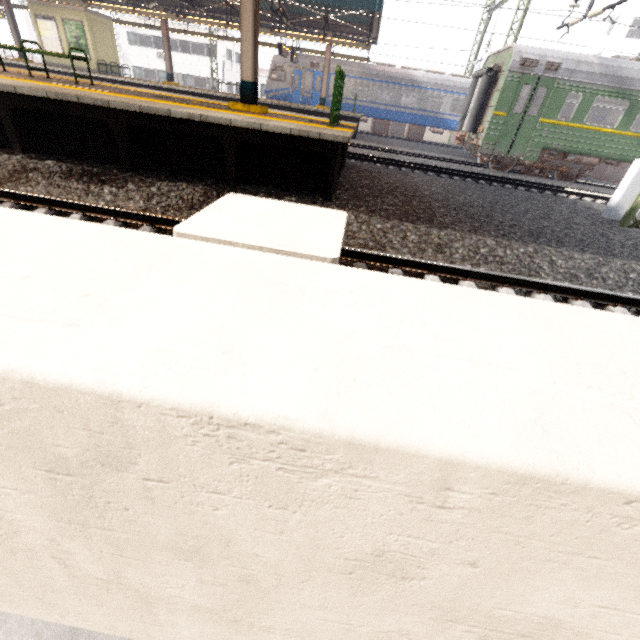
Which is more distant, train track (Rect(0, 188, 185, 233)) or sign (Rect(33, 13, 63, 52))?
sign (Rect(33, 13, 63, 52))

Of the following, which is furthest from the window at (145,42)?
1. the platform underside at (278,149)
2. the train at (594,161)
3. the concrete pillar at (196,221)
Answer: the concrete pillar at (196,221)

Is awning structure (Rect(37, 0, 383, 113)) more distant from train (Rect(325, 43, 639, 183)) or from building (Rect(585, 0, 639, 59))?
building (Rect(585, 0, 639, 59))

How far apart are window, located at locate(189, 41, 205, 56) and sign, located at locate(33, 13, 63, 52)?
21.1m

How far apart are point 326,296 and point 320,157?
5.8 meters

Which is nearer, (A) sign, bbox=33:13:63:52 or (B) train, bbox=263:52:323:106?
(A) sign, bbox=33:13:63:52

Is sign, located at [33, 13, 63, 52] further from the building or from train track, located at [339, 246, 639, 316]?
the building

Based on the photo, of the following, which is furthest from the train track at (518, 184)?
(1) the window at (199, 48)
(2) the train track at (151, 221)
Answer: (1) the window at (199, 48)
